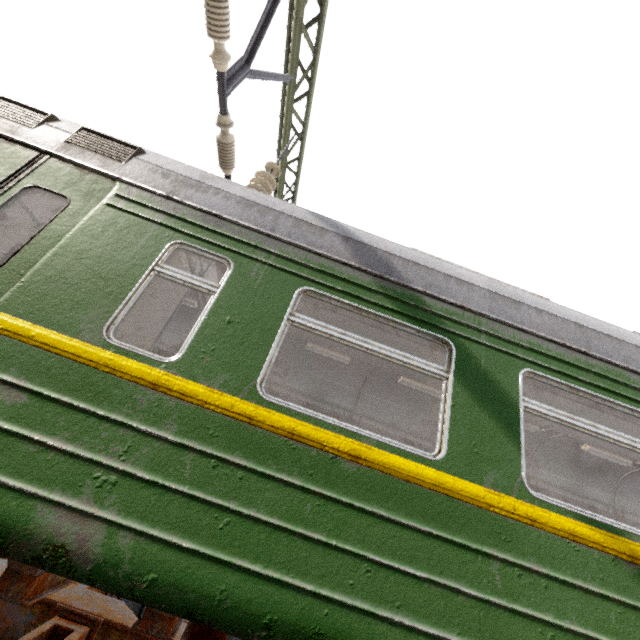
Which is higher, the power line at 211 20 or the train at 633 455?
the power line at 211 20

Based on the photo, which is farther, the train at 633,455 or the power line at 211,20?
the power line at 211,20

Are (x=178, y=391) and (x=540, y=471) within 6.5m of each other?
no

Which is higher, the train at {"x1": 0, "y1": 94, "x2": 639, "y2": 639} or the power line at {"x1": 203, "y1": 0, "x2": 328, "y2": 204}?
the power line at {"x1": 203, "y1": 0, "x2": 328, "y2": 204}

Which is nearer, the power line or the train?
the train
